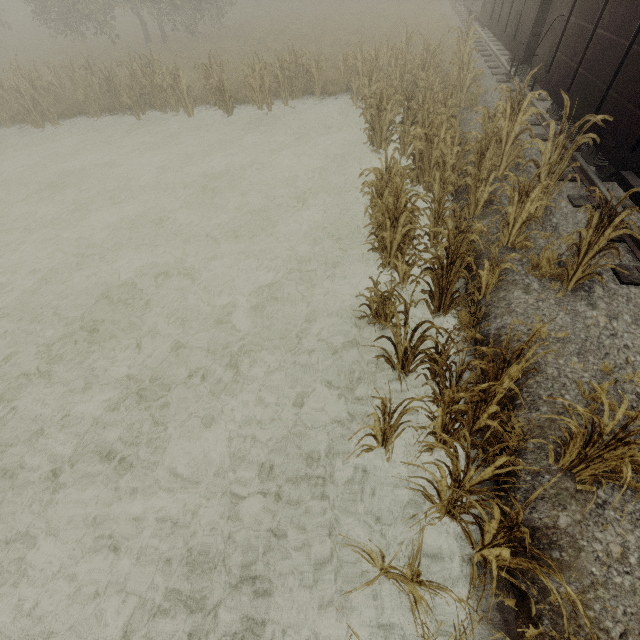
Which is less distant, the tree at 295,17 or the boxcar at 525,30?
the tree at 295,17

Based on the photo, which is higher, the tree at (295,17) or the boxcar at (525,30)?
the boxcar at (525,30)

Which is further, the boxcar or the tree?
the boxcar

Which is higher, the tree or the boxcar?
the boxcar

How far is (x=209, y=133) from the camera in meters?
12.5 m
